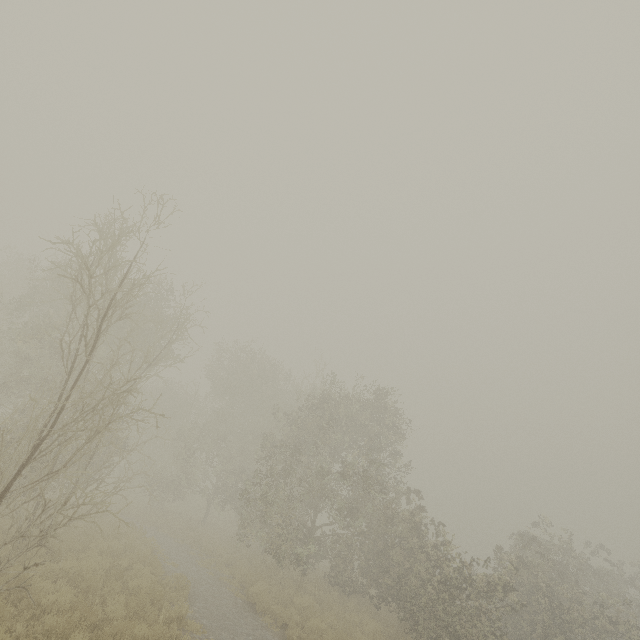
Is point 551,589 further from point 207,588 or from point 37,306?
point 37,306
